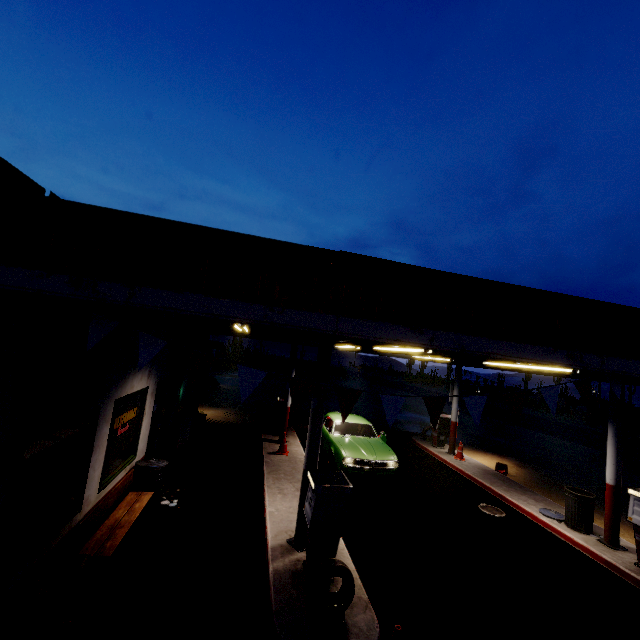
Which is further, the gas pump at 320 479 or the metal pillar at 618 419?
the metal pillar at 618 419

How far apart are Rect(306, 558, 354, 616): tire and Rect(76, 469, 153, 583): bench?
2.9m

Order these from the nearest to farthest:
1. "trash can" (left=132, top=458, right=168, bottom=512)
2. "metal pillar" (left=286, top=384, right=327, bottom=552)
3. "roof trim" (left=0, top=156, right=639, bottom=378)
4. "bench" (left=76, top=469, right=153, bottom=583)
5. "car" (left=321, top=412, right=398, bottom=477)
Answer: "roof trim" (left=0, top=156, right=639, bottom=378)
"bench" (left=76, top=469, right=153, bottom=583)
"metal pillar" (left=286, top=384, right=327, bottom=552)
"trash can" (left=132, top=458, right=168, bottom=512)
"car" (left=321, top=412, right=398, bottom=477)

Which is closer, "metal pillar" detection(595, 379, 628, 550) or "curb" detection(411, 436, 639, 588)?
"curb" detection(411, 436, 639, 588)

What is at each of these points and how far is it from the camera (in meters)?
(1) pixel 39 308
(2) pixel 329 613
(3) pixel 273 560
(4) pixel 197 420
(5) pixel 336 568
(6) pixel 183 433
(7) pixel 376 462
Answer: (1) flag, 2.94
(2) sign, 4.32
(3) curb, 5.47
(4) bench, 12.78
(5) tire, 4.43
(6) sign, 10.45
(7) car, 9.74

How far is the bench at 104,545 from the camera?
4.7m

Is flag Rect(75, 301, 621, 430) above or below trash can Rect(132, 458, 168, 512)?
above

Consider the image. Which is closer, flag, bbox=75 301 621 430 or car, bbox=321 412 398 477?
flag, bbox=75 301 621 430
